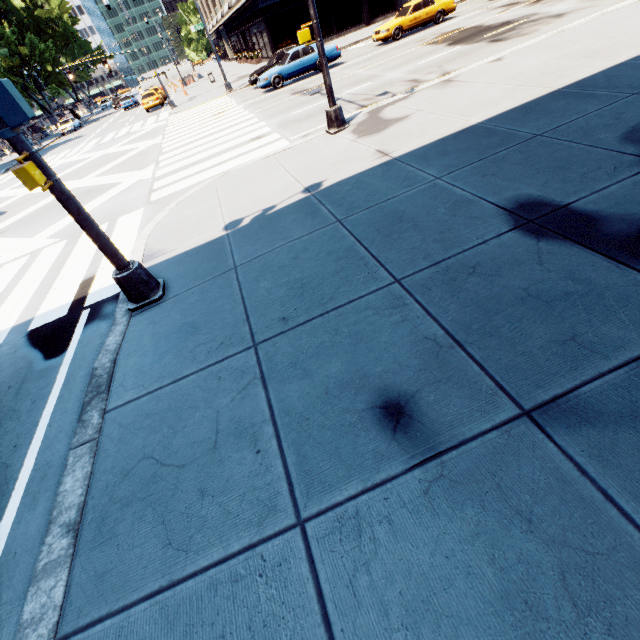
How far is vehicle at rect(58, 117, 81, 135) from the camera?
40.9m

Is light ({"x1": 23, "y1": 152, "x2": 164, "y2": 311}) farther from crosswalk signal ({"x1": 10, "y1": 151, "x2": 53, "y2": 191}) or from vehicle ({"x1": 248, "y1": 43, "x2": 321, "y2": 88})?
vehicle ({"x1": 248, "y1": 43, "x2": 321, "y2": 88})

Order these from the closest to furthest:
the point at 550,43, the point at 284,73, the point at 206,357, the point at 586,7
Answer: the point at 206,357 < the point at 550,43 < the point at 586,7 < the point at 284,73

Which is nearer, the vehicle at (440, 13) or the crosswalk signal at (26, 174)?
the crosswalk signal at (26, 174)

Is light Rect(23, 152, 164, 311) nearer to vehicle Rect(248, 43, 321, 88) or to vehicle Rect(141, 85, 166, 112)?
vehicle Rect(248, 43, 321, 88)

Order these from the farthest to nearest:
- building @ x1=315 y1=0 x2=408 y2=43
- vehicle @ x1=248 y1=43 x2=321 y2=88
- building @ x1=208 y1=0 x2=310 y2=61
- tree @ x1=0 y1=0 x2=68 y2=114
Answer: tree @ x1=0 y1=0 x2=68 y2=114, building @ x1=315 y1=0 x2=408 y2=43, building @ x1=208 y1=0 x2=310 y2=61, vehicle @ x1=248 y1=43 x2=321 y2=88

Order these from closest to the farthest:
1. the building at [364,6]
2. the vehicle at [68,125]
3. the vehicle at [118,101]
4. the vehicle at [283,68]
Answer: the vehicle at [283,68]
the building at [364,6]
the vehicle at [68,125]
the vehicle at [118,101]

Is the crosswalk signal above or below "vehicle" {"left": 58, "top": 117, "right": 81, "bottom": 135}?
above
